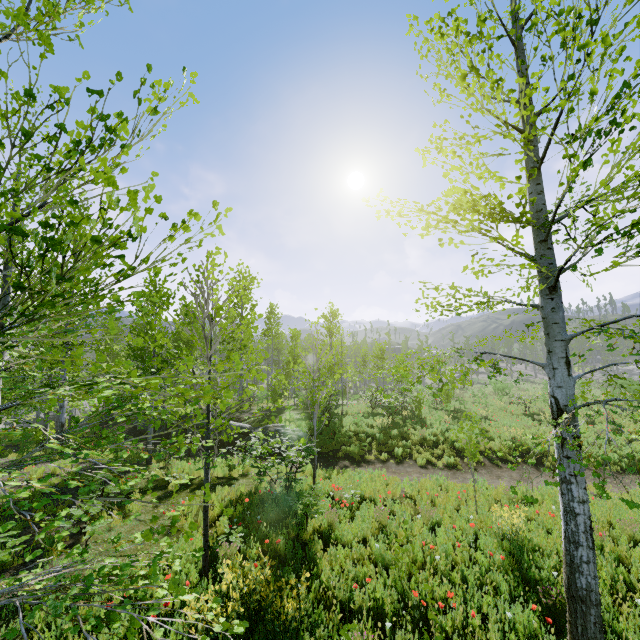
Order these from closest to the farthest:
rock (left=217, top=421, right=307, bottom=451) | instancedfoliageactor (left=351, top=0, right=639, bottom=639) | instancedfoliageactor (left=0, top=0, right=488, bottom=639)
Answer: instancedfoliageactor (left=0, top=0, right=488, bottom=639)
instancedfoliageactor (left=351, top=0, right=639, bottom=639)
rock (left=217, top=421, right=307, bottom=451)

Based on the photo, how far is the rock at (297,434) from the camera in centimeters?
1581cm

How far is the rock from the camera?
15.81m

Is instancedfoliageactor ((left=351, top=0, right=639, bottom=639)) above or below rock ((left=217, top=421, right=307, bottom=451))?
above

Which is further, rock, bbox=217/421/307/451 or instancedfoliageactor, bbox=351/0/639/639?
rock, bbox=217/421/307/451

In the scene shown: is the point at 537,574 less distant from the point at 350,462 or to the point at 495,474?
the point at 495,474

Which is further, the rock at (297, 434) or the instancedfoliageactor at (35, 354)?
the rock at (297, 434)
